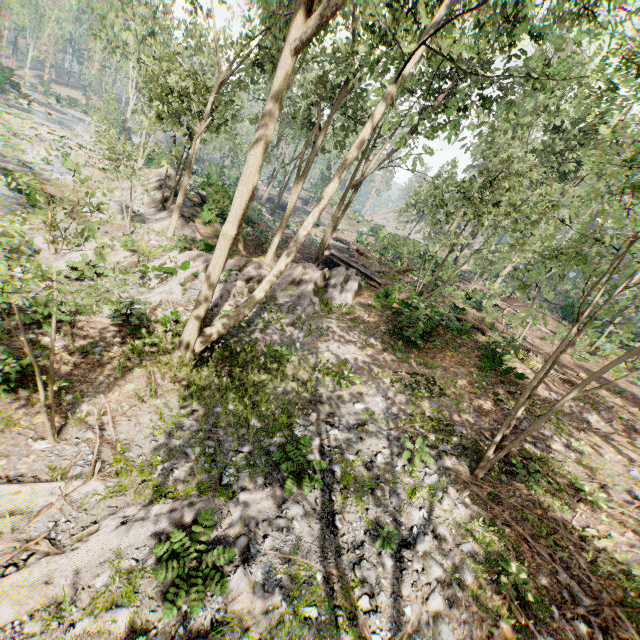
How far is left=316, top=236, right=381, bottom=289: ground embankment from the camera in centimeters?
2072cm

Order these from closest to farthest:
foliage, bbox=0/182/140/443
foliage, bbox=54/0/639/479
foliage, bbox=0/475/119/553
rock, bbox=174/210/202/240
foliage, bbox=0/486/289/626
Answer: foliage, bbox=0/182/140/443
foliage, bbox=0/486/289/626
foliage, bbox=0/475/119/553
foliage, bbox=54/0/639/479
rock, bbox=174/210/202/240

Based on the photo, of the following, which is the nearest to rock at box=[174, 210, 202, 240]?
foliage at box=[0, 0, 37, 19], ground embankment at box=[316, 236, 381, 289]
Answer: foliage at box=[0, 0, 37, 19]

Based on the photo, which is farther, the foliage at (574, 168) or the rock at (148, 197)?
the rock at (148, 197)

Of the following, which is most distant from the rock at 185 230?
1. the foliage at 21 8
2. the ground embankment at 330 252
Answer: the ground embankment at 330 252

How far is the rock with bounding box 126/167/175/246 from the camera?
19.0m

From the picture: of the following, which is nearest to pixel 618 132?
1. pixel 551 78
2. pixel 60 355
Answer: pixel 551 78
